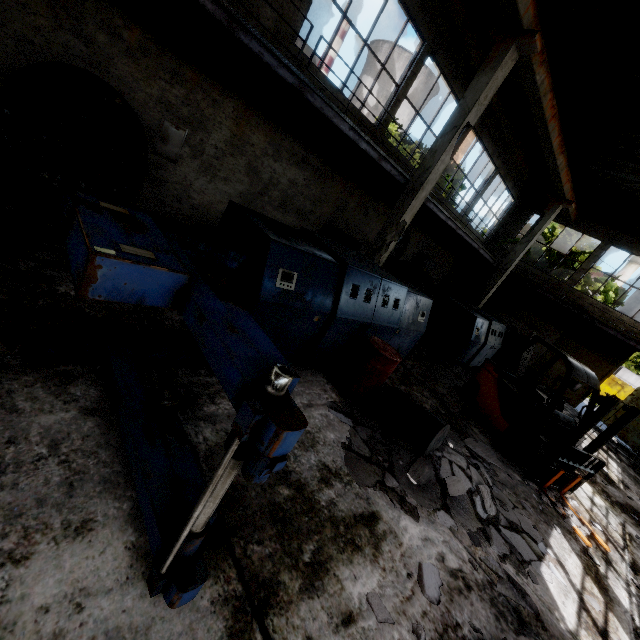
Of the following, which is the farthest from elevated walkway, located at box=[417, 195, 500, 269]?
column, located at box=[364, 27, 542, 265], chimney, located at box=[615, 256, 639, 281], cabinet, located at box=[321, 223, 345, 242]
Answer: chimney, located at box=[615, 256, 639, 281]

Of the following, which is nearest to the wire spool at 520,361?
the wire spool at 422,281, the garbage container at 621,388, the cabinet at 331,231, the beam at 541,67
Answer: the wire spool at 422,281

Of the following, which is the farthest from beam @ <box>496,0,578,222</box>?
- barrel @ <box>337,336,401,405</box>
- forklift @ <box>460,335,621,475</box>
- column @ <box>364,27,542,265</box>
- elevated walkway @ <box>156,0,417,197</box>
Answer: barrel @ <box>337,336,401,405</box>

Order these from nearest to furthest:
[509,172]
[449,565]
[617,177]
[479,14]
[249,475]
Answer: [249,475], [449,565], [479,14], [617,177], [509,172]

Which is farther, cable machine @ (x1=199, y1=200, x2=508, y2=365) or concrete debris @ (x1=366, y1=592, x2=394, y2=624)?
cable machine @ (x1=199, y1=200, x2=508, y2=365)

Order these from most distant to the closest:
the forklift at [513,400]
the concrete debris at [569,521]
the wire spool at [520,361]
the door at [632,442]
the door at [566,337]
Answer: the door at [566,337], the door at [632,442], the wire spool at [520,361], the forklift at [513,400], the concrete debris at [569,521]

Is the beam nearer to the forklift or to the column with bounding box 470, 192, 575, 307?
the column with bounding box 470, 192, 575, 307

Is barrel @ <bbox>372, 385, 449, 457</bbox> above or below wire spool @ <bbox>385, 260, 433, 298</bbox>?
below
